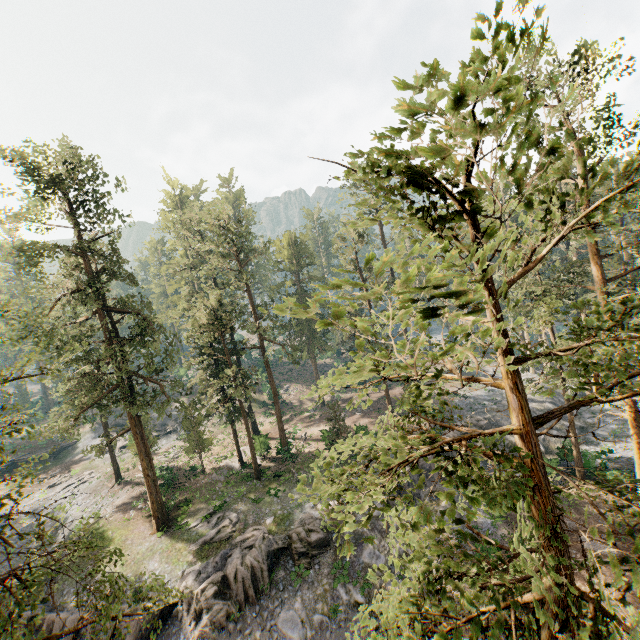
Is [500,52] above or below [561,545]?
above

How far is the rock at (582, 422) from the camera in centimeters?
3548cm

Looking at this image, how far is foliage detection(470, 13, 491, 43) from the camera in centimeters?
303cm

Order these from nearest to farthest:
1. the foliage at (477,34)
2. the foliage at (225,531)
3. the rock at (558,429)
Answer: the foliage at (477,34) → the foliage at (225,531) → the rock at (558,429)

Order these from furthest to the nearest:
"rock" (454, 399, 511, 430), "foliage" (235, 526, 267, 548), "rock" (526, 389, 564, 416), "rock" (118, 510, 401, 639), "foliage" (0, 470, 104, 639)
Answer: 1. "rock" (526, 389, 564, 416)
2. "rock" (454, 399, 511, 430)
3. "foliage" (235, 526, 267, 548)
4. "rock" (118, 510, 401, 639)
5. "foliage" (0, 470, 104, 639)

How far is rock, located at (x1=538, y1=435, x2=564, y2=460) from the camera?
30.1m
